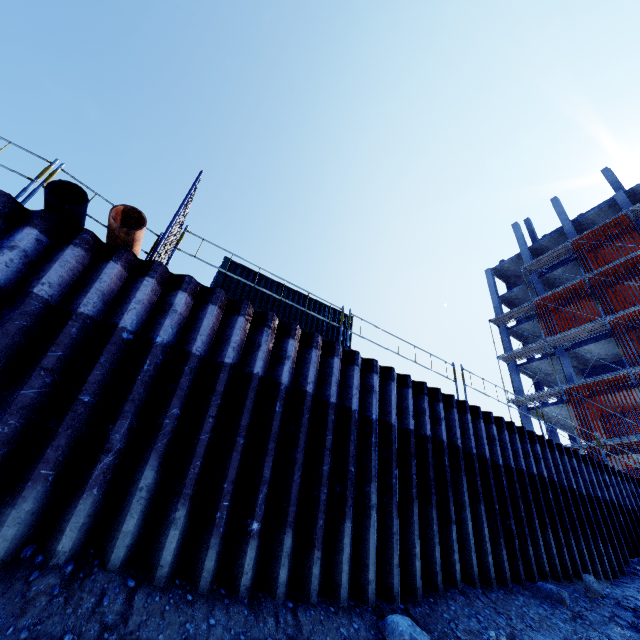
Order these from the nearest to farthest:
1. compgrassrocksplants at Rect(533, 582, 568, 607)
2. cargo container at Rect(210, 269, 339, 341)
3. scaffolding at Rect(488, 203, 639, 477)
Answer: compgrassrocksplants at Rect(533, 582, 568, 607) < cargo container at Rect(210, 269, 339, 341) < scaffolding at Rect(488, 203, 639, 477)

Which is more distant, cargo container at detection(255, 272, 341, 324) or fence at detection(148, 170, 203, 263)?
cargo container at detection(255, 272, 341, 324)

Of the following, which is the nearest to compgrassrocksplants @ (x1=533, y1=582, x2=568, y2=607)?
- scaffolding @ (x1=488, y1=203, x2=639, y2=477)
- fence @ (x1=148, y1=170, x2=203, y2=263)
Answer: scaffolding @ (x1=488, y1=203, x2=639, y2=477)

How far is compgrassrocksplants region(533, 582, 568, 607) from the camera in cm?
600

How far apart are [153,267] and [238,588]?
4.5 meters

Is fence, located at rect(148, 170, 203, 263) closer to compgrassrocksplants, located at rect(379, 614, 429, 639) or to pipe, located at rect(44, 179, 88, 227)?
pipe, located at rect(44, 179, 88, 227)

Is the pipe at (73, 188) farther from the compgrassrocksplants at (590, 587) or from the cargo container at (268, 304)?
the compgrassrocksplants at (590, 587)

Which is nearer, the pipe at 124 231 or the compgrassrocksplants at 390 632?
the compgrassrocksplants at 390 632
